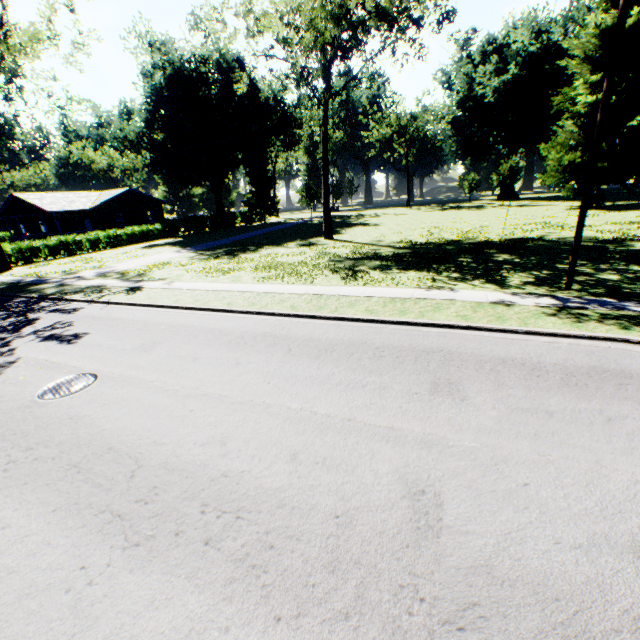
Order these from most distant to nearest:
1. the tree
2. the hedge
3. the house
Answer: the house
the hedge
the tree

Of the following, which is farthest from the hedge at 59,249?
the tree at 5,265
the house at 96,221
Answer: the house at 96,221

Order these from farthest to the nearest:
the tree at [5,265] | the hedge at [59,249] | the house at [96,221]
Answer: the house at [96,221]
the hedge at [59,249]
the tree at [5,265]

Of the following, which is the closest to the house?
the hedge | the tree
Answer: the hedge

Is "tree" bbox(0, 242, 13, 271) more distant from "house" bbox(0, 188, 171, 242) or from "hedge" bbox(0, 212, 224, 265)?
"house" bbox(0, 188, 171, 242)

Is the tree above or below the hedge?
below

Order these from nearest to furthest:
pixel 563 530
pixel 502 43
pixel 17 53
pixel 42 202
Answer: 1. pixel 563 530
2. pixel 17 53
3. pixel 42 202
4. pixel 502 43
